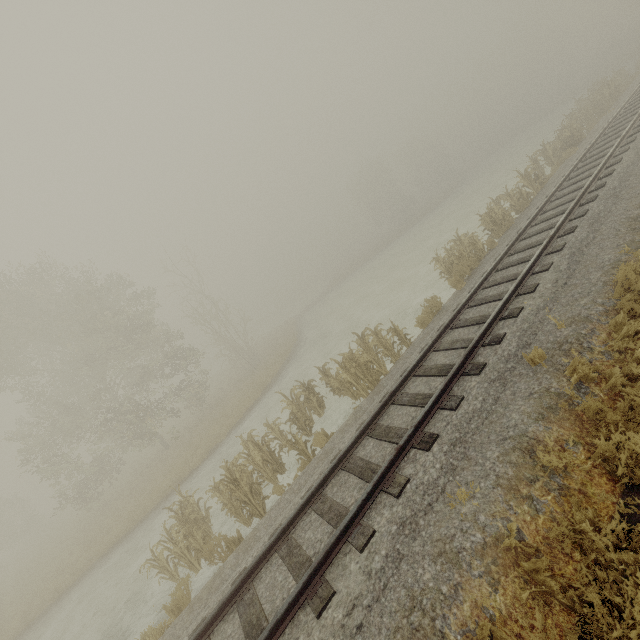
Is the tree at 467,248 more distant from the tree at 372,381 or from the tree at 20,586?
the tree at 20,586

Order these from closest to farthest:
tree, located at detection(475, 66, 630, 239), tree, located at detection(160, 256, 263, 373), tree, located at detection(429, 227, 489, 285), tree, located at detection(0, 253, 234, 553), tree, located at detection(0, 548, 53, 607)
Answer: tree, located at detection(429, 227, 489, 285) → tree, located at detection(475, 66, 630, 239) → tree, located at detection(0, 548, 53, 607) → tree, located at detection(0, 253, 234, 553) → tree, located at detection(160, 256, 263, 373)

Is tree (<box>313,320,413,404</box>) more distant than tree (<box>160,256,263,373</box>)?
No

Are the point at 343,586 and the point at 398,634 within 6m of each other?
yes

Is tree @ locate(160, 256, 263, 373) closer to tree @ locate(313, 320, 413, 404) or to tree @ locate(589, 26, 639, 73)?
tree @ locate(313, 320, 413, 404)

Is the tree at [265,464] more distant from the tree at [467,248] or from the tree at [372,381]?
the tree at [467,248]

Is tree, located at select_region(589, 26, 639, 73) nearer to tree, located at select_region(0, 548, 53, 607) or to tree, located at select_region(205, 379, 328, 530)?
tree, located at select_region(205, 379, 328, 530)

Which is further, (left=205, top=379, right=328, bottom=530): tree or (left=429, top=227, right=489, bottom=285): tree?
(left=429, top=227, right=489, bottom=285): tree
